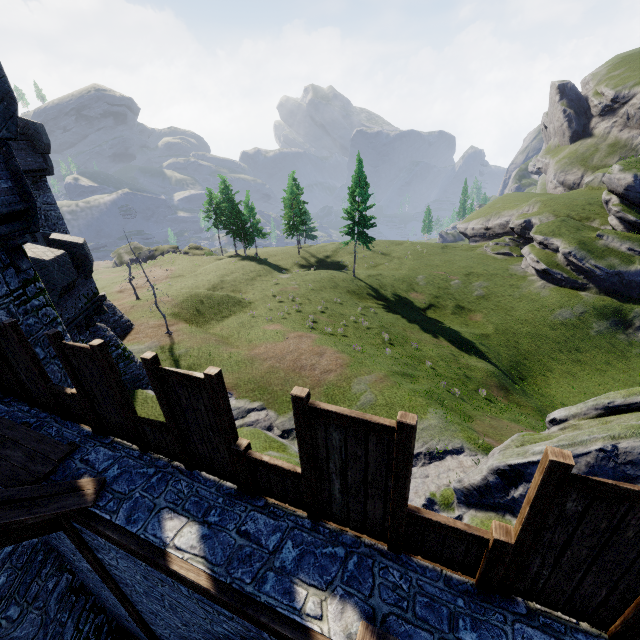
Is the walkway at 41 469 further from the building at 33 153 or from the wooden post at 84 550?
the building at 33 153

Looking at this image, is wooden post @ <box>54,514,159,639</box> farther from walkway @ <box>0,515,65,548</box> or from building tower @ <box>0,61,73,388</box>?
building tower @ <box>0,61,73,388</box>

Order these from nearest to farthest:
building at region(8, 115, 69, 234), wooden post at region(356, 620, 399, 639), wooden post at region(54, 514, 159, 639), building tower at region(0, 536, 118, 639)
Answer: wooden post at region(356, 620, 399, 639) < wooden post at region(54, 514, 159, 639) < building tower at region(0, 536, 118, 639) < building at region(8, 115, 69, 234)

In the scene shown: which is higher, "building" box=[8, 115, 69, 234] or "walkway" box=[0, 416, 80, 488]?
"building" box=[8, 115, 69, 234]

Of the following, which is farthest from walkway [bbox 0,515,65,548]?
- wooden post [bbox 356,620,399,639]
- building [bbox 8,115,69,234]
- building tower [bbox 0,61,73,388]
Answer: building [bbox 8,115,69,234]

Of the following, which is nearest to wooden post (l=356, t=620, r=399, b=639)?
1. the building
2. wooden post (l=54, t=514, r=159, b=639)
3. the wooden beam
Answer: the wooden beam

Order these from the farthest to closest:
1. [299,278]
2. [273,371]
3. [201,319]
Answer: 1. [299,278]
2. [201,319]
3. [273,371]

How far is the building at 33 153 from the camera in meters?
20.5
